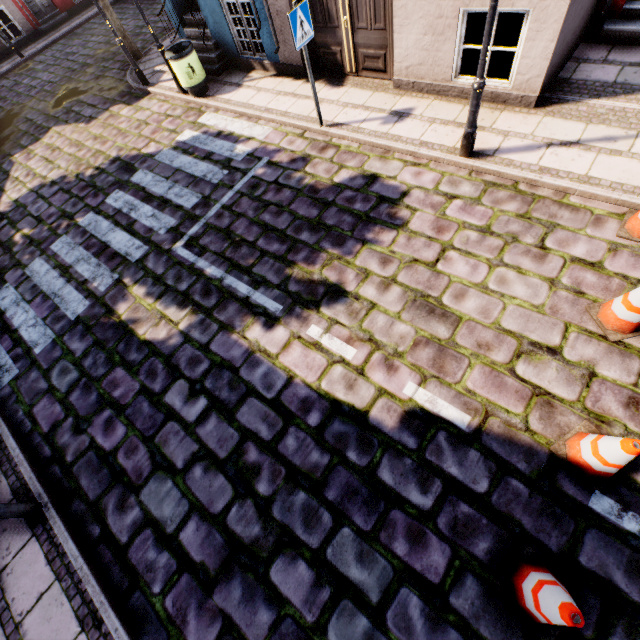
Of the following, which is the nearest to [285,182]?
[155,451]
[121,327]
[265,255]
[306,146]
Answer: [306,146]

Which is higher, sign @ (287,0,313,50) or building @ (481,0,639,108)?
sign @ (287,0,313,50)

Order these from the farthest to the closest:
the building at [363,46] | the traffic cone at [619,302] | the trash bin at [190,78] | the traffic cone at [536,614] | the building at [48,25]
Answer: the building at [48,25]
the trash bin at [190,78]
the building at [363,46]
the traffic cone at [619,302]
the traffic cone at [536,614]

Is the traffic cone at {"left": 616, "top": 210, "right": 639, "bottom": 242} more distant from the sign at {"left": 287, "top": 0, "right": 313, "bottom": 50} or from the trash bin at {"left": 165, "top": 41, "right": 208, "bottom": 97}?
the trash bin at {"left": 165, "top": 41, "right": 208, "bottom": 97}

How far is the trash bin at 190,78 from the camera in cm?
784

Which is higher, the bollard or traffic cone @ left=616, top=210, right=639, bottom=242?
the bollard

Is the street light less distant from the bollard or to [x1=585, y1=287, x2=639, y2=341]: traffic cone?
[x1=585, y1=287, x2=639, y2=341]: traffic cone

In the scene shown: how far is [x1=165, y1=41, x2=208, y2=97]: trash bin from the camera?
7.84m
